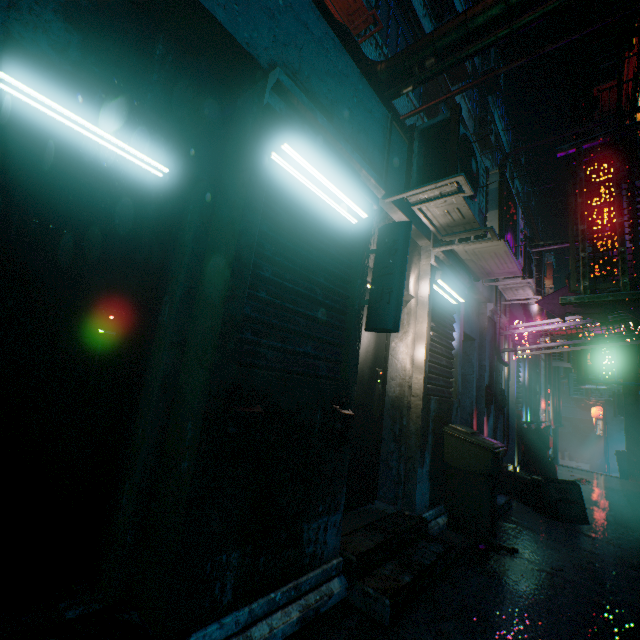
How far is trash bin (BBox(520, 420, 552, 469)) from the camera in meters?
6.7

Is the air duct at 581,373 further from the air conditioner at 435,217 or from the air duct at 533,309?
the air conditioner at 435,217

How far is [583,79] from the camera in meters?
5.2

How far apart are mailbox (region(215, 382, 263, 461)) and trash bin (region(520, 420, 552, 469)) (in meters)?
7.41

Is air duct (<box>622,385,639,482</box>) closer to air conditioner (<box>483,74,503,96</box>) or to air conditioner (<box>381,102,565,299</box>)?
air conditioner (<box>483,74,503,96</box>)

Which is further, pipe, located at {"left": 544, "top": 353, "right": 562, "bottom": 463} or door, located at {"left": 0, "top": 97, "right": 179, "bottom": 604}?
pipe, located at {"left": 544, "top": 353, "right": 562, "bottom": 463}

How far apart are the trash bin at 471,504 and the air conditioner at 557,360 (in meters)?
9.08

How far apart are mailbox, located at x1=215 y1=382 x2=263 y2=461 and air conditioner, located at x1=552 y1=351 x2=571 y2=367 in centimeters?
1213cm
